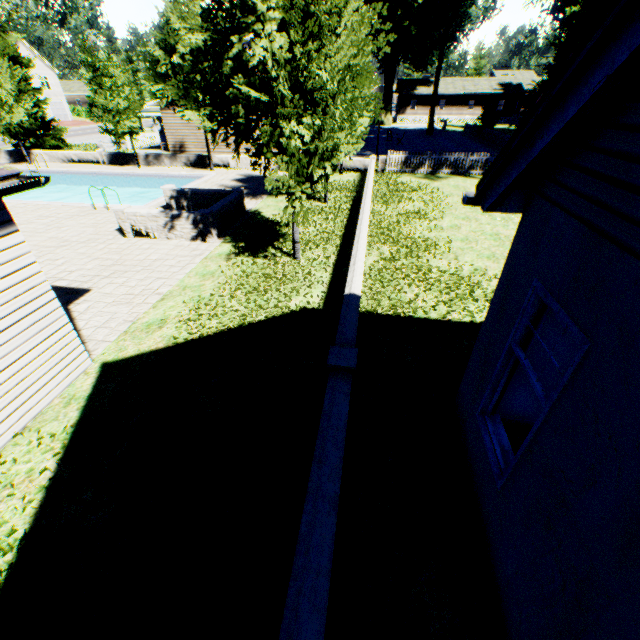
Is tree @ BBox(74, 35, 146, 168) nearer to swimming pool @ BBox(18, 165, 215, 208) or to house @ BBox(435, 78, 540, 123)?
swimming pool @ BBox(18, 165, 215, 208)

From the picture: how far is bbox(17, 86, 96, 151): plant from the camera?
27.34m

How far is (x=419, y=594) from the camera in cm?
340

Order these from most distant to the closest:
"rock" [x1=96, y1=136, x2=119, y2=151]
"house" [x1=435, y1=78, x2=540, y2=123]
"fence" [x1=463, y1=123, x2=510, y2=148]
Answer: "house" [x1=435, y1=78, x2=540, y2=123], "fence" [x1=463, y1=123, x2=510, y2=148], "rock" [x1=96, y1=136, x2=119, y2=151]

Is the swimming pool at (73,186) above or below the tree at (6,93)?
below

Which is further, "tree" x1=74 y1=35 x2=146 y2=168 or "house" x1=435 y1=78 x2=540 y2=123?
"house" x1=435 y1=78 x2=540 y2=123

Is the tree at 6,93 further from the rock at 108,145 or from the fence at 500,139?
the rock at 108,145

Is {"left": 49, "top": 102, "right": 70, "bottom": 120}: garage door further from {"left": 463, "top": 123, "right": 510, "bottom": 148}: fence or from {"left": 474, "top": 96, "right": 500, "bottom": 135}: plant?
{"left": 463, "top": 123, "right": 510, "bottom": 148}: fence
